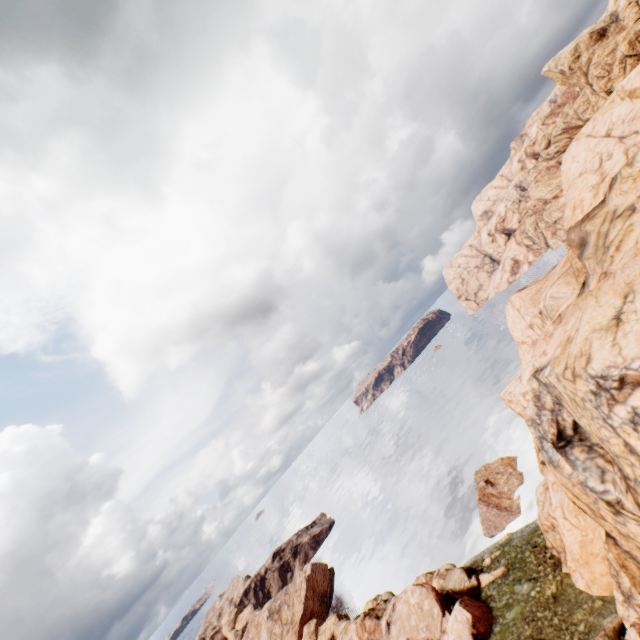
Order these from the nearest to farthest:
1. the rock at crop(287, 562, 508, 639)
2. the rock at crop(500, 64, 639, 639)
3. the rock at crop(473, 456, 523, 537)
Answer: the rock at crop(500, 64, 639, 639) < the rock at crop(287, 562, 508, 639) < the rock at crop(473, 456, 523, 537)

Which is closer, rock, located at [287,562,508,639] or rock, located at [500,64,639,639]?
rock, located at [500,64,639,639]

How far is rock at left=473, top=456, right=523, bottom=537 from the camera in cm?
4475

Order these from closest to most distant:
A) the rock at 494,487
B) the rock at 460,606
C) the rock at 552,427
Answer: the rock at 552,427 < the rock at 460,606 < the rock at 494,487

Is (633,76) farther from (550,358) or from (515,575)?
(515,575)

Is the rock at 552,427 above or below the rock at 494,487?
above
